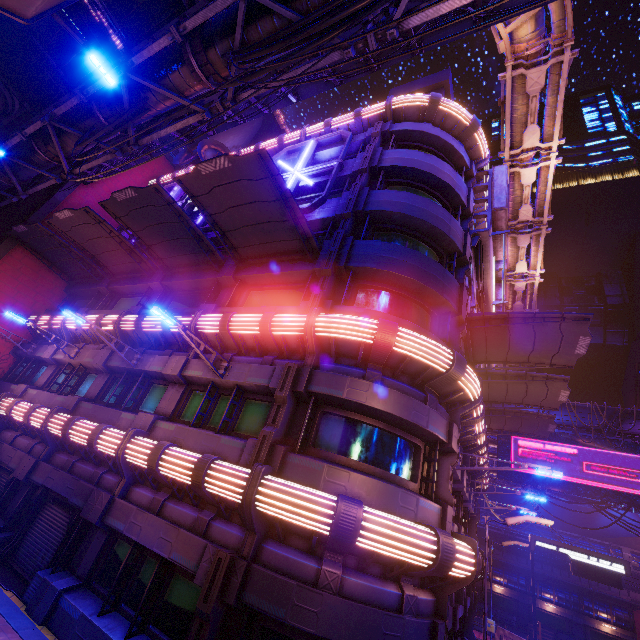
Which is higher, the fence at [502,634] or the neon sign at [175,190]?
the neon sign at [175,190]

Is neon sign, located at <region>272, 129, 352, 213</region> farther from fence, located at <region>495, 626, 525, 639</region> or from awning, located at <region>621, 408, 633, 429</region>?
fence, located at <region>495, 626, 525, 639</region>

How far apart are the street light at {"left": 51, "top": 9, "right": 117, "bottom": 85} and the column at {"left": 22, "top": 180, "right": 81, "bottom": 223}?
15.4 meters

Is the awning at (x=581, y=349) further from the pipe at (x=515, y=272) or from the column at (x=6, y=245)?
the column at (x=6, y=245)

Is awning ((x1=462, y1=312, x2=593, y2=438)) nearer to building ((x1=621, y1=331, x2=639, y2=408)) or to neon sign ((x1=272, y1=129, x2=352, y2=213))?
neon sign ((x1=272, y1=129, x2=352, y2=213))

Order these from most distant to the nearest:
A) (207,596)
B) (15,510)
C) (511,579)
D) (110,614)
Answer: (511,579)
(15,510)
(110,614)
(207,596)

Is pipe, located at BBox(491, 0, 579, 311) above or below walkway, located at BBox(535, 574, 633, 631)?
above

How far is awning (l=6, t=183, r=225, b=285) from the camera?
13.04m
